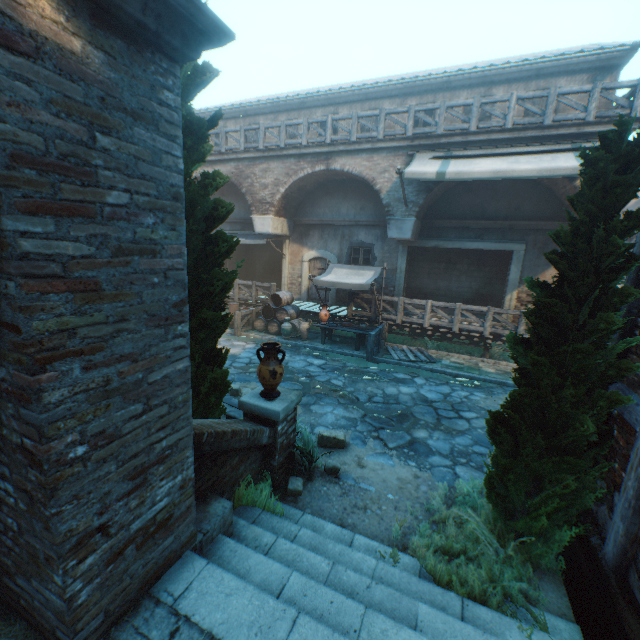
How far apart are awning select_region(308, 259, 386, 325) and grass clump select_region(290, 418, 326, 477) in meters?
5.9 m

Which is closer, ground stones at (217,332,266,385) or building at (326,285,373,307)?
ground stones at (217,332,266,385)

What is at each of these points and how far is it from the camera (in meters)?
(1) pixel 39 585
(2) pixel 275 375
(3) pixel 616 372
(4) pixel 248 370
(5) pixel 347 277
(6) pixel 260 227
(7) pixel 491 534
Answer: (1) building, 2.00
(2) ceramic pot, 4.54
(3) tree, 2.91
(4) ground stones, 9.41
(5) awning, 11.84
(6) building, 14.17
(7) plants, 3.73

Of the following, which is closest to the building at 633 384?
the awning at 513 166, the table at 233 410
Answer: the awning at 513 166

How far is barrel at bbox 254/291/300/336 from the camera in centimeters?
1286cm

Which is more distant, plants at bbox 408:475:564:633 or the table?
the table

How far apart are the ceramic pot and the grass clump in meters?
0.8

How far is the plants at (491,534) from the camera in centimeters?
321cm
